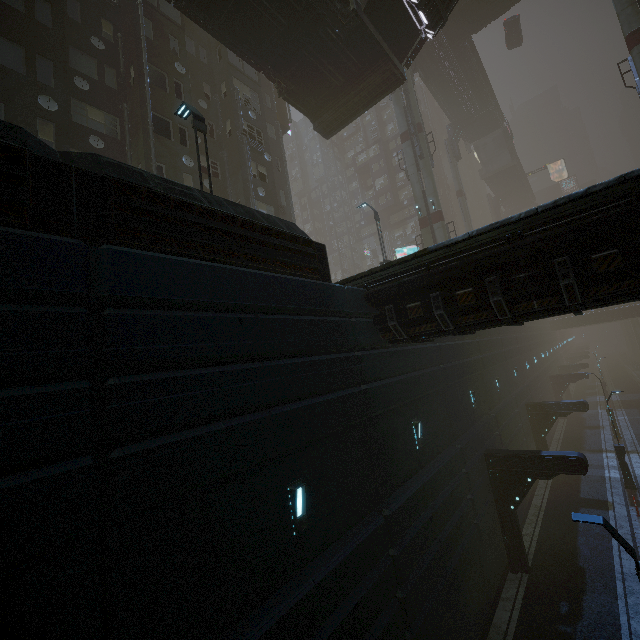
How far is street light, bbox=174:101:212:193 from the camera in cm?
974

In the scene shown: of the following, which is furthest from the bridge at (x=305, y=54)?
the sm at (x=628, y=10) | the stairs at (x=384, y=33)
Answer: the sm at (x=628, y=10)

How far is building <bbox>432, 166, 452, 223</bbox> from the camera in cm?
5462

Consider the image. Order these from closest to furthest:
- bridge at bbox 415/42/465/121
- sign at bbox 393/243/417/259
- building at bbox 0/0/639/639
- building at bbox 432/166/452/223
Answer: building at bbox 0/0/639/639 → bridge at bbox 415/42/465/121 → sign at bbox 393/243/417/259 → building at bbox 432/166/452/223

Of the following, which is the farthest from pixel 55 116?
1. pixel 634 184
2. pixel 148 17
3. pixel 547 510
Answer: pixel 547 510

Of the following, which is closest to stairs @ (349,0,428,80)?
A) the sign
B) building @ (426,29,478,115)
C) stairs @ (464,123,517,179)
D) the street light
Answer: the street light

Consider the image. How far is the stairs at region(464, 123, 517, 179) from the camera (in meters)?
50.31

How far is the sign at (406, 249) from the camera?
42.38m
